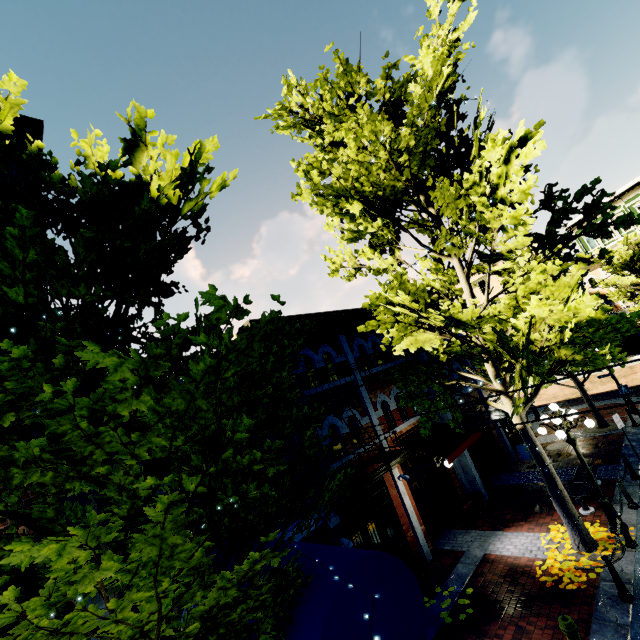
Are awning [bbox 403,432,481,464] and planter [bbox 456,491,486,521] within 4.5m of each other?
yes

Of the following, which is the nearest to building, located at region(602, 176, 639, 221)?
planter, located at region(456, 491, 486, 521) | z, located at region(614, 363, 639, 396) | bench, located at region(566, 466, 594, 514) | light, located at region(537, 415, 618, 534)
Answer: z, located at region(614, 363, 639, 396)

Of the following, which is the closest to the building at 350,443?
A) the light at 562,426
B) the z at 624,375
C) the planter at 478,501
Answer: the z at 624,375

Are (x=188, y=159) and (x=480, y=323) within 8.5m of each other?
yes

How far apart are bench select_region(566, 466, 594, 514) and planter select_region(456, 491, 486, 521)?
3.2 meters

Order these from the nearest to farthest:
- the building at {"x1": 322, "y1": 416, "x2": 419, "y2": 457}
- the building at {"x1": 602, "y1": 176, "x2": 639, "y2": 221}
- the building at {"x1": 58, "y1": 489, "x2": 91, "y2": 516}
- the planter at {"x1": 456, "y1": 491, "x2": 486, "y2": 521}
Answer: the building at {"x1": 58, "y1": 489, "x2": 91, "y2": 516} < the building at {"x1": 322, "y1": 416, "x2": 419, "y2": 457} < the planter at {"x1": 456, "y1": 491, "x2": 486, "y2": 521} < the building at {"x1": 602, "y1": 176, "x2": 639, "y2": 221}

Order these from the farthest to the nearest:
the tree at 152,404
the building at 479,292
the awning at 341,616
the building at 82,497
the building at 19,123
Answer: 1. the building at 479,292
2. the building at 19,123
3. the building at 82,497
4. the awning at 341,616
5. the tree at 152,404

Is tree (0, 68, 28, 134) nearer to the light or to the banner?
the light
